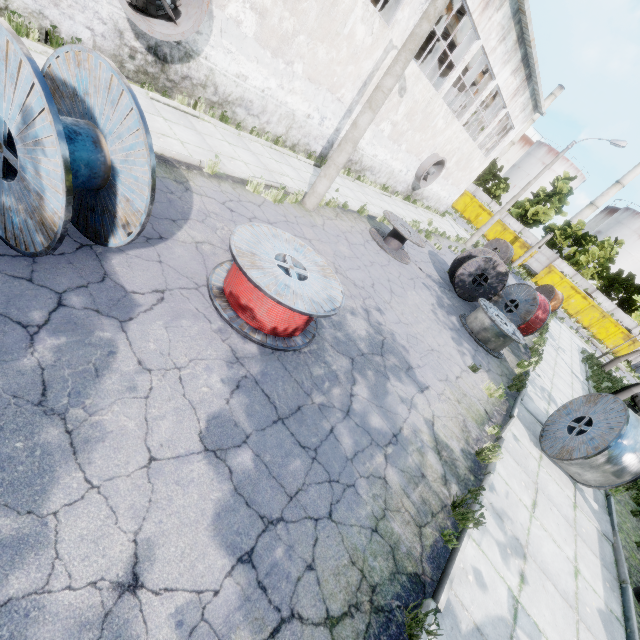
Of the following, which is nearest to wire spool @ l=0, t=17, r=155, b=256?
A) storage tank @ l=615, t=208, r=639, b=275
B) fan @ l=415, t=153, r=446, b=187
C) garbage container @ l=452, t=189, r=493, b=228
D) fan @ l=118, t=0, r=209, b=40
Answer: fan @ l=118, t=0, r=209, b=40

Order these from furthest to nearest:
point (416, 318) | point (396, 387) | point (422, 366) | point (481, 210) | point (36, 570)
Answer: point (481, 210)
point (416, 318)
point (422, 366)
point (396, 387)
point (36, 570)

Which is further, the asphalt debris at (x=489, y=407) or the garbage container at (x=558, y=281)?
the garbage container at (x=558, y=281)

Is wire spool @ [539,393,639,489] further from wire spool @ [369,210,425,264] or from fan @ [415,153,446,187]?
fan @ [415,153,446,187]

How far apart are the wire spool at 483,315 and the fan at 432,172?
9.8m

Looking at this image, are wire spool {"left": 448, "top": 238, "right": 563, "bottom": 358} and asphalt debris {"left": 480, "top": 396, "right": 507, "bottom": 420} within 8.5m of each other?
yes

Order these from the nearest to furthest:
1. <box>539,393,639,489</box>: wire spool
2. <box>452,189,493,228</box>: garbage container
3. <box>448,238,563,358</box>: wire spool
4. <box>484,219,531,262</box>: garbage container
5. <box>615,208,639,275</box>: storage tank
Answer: <box>539,393,639,489</box>: wire spool, <box>448,238,563,358</box>: wire spool, <box>484,219,531,262</box>: garbage container, <box>452,189,493,228</box>: garbage container, <box>615,208,639,275</box>: storage tank

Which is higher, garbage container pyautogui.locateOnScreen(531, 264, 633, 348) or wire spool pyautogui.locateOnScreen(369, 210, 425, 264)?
garbage container pyautogui.locateOnScreen(531, 264, 633, 348)
